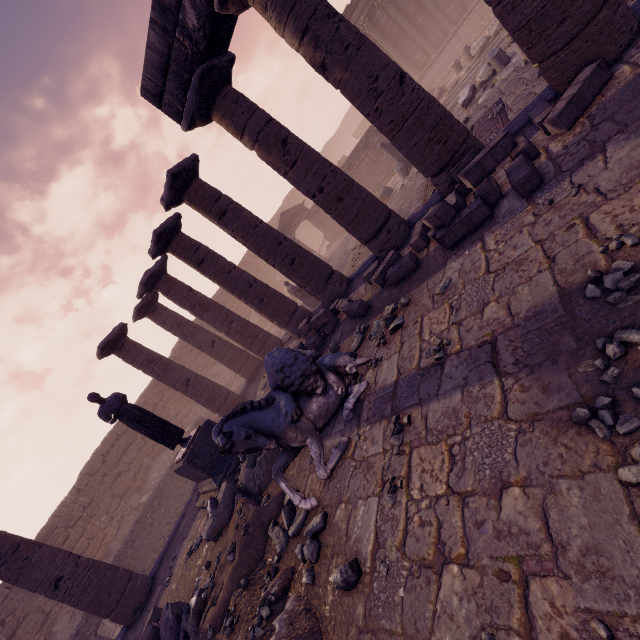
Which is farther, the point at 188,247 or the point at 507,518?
the point at 188,247

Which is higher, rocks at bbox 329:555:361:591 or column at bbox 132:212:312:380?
column at bbox 132:212:312:380

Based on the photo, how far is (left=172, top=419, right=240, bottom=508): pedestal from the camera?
8.3 meters

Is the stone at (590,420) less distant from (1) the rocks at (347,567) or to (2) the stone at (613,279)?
(2) the stone at (613,279)

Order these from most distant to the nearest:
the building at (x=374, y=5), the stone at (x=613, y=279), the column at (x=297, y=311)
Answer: the building at (x=374, y=5) < the column at (x=297, y=311) < the stone at (x=613, y=279)

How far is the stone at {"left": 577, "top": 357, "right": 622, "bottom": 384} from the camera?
2.3 meters

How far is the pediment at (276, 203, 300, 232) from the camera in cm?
2110

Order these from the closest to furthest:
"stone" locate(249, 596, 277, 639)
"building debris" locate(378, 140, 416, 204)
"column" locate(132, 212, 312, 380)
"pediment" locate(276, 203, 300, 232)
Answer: "stone" locate(249, 596, 277, 639), "column" locate(132, 212, 312, 380), "building debris" locate(378, 140, 416, 204), "pediment" locate(276, 203, 300, 232)
